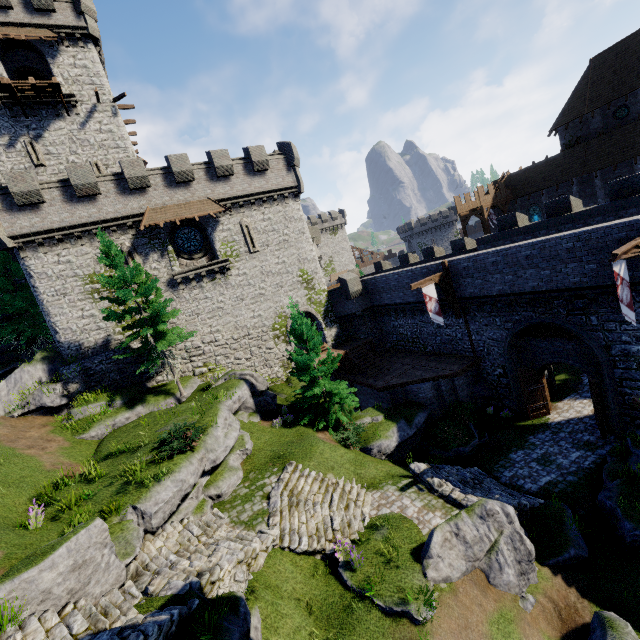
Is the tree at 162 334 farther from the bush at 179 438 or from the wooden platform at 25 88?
the wooden platform at 25 88

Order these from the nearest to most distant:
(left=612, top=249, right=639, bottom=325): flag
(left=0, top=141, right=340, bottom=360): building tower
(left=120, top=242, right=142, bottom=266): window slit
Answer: (left=612, top=249, right=639, bottom=325): flag < (left=0, top=141, right=340, bottom=360): building tower < (left=120, top=242, right=142, bottom=266): window slit

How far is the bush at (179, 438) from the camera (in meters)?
13.30

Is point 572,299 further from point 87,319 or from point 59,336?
point 59,336

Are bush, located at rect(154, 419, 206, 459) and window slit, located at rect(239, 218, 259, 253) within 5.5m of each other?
no

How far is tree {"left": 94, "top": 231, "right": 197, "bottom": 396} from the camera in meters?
17.7

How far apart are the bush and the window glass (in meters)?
13.95

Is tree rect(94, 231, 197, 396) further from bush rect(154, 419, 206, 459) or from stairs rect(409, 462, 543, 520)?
stairs rect(409, 462, 543, 520)
